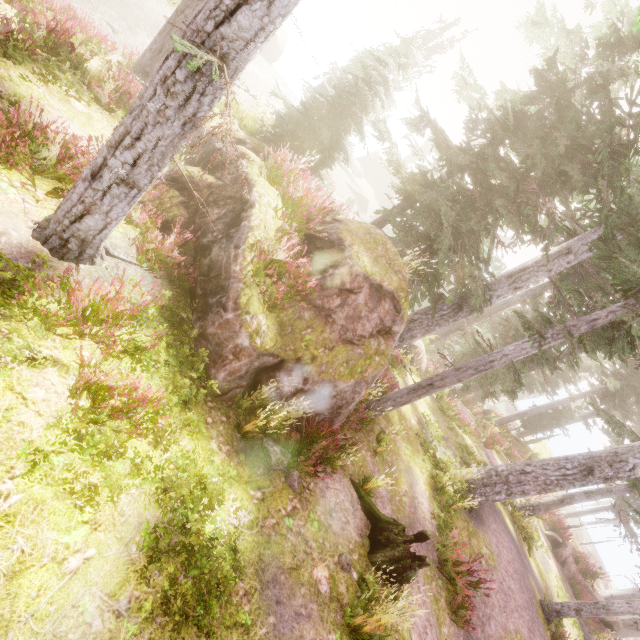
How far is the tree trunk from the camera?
6.6m

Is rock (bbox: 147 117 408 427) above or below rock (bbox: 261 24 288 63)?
above

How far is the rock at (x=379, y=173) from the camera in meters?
38.7

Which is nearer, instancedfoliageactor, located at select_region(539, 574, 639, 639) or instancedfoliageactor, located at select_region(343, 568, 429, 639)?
instancedfoliageactor, located at select_region(343, 568, 429, 639)

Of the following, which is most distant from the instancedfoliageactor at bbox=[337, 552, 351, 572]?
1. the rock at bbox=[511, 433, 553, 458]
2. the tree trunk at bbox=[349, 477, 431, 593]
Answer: the tree trunk at bbox=[349, 477, 431, 593]

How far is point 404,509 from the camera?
9.1m

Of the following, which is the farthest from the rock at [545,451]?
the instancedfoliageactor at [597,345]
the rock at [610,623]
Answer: the rock at [610,623]
